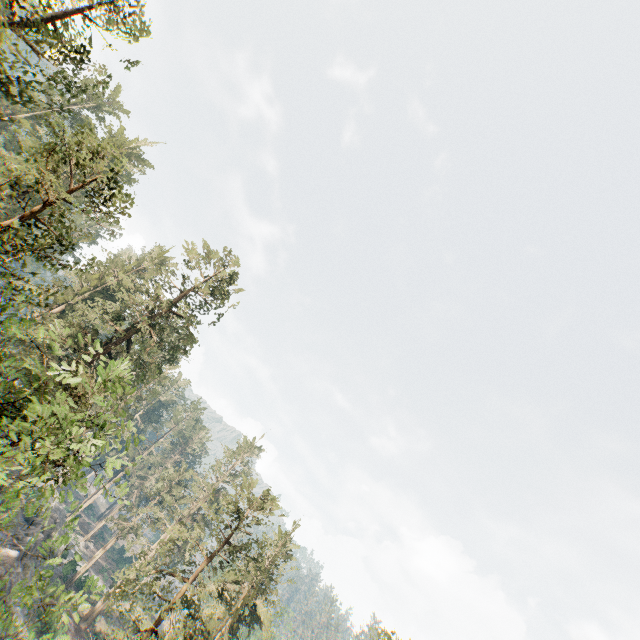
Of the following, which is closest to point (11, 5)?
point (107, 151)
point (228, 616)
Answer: point (107, 151)

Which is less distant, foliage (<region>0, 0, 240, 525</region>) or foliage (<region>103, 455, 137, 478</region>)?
foliage (<region>0, 0, 240, 525</region>)

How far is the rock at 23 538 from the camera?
35.9m

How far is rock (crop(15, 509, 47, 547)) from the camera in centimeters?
3588cm

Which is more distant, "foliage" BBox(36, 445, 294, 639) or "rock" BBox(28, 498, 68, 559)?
"rock" BBox(28, 498, 68, 559)

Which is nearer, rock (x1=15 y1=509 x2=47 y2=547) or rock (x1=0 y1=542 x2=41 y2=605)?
rock (x1=0 y1=542 x2=41 y2=605)

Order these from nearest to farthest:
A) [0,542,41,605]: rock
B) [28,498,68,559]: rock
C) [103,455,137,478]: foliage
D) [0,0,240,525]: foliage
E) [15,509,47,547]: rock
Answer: [0,0,240,525]: foliage, [103,455,137,478]: foliage, [0,542,41,605]: rock, [15,509,47,547]: rock, [28,498,68,559]: rock

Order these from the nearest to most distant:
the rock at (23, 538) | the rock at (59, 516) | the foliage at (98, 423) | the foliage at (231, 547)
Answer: the foliage at (98, 423)
the foliage at (231, 547)
the rock at (23, 538)
the rock at (59, 516)
